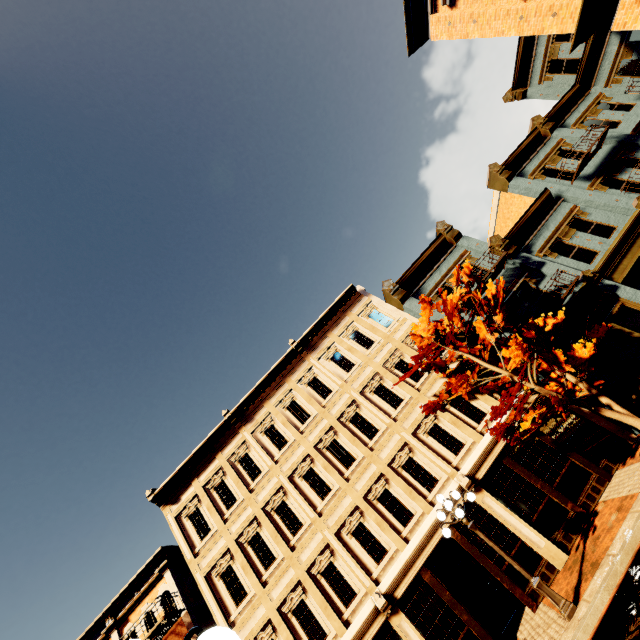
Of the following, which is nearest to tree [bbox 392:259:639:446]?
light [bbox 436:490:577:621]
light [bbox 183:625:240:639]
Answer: light [bbox 436:490:577:621]

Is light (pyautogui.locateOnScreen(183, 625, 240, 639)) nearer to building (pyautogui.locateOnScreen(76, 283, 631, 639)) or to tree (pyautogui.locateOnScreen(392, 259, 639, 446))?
tree (pyautogui.locateOnScreen(392, 259, 639, 446))

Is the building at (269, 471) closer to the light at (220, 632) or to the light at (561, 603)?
the light at (561, 603)

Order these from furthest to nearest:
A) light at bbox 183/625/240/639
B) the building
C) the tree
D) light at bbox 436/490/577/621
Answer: the building
the tree
light at bbox 436/490/577/621
light at bbox 183/625/240/639

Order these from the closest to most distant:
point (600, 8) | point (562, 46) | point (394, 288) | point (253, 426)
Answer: point (600, 8)
point (253, 426)
point (394, 288)
point (562, 46)

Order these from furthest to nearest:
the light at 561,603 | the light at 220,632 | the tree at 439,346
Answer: the tree at 439,346
the light at 561,603
the light at 220,632

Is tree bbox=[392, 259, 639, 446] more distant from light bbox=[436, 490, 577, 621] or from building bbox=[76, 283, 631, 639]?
light bbox=[436, 490, 577, 621]
